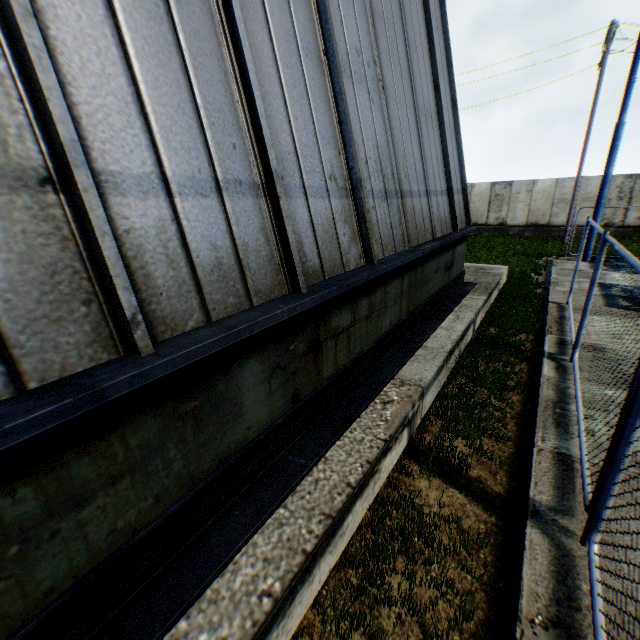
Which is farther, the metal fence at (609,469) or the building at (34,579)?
the metal fence at (609,469)

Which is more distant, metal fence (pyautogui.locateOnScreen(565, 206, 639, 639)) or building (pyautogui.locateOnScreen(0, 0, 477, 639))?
metal fence (pyautogui.locateOnScreen(565, 206, 639, 639))

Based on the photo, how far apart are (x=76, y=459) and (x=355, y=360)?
3.0m
